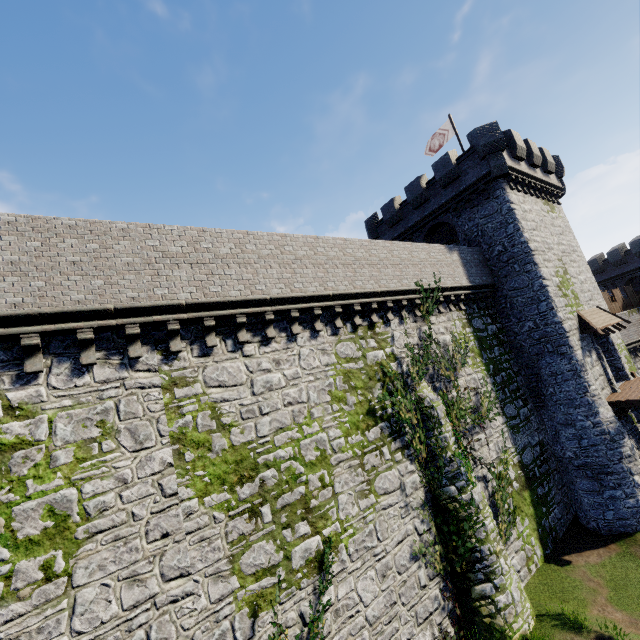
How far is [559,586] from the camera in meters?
13.6

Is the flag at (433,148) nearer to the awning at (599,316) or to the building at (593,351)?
the building at (593,351)

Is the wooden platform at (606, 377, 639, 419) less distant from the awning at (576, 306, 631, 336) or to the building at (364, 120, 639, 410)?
the building at (364, 120, 639, 410)

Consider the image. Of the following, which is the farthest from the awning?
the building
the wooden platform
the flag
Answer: the flag

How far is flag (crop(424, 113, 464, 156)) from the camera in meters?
23.1

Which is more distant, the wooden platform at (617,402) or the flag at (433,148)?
the flag at (433,148)

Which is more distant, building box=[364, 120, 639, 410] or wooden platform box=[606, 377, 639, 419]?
building box=[364, 120, 639, 410]
